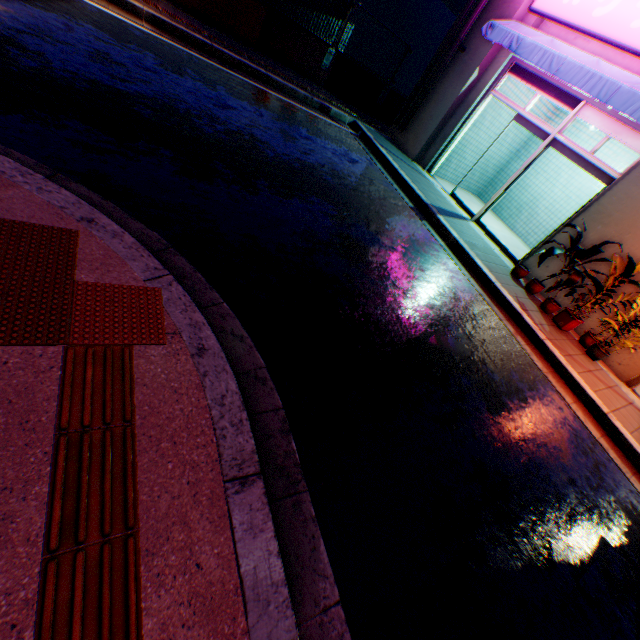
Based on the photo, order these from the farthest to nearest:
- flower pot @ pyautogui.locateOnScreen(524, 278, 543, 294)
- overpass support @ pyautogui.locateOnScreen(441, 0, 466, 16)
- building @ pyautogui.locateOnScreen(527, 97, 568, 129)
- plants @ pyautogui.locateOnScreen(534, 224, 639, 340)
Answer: overpass support @ pyautogui.locateOnScreen(441, 0, 466, 16) < building @ pyautogui.locateOnScreen(527, 97, 568, 129) < flower pot @ pyautogui.locateOnScreen(524, 278, 543, 294) < plants @ pyautogui.locateOnScreen(534, 224, 639, 340)

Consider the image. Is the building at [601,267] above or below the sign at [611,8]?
below

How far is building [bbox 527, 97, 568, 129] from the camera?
9.6m

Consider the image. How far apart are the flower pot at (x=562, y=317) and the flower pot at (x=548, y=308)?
0.1m

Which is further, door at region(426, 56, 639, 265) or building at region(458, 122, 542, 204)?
building at region(458, 122, 542, 204)

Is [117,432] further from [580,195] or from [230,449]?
[580,195]

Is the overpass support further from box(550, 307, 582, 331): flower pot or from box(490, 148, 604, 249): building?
box(550, 307, 582, 331): flower pot
